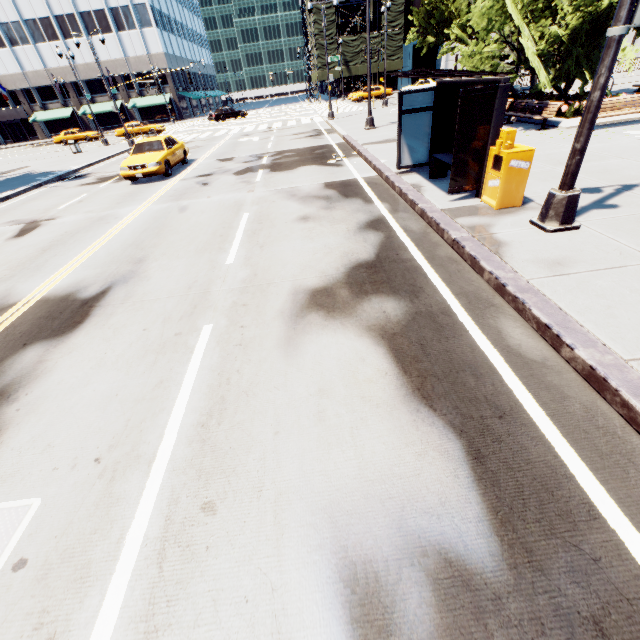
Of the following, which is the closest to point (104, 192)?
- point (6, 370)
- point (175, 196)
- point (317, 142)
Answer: point (175, 196)

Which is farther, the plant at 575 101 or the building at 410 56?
the building at 410 56

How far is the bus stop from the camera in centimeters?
618cm

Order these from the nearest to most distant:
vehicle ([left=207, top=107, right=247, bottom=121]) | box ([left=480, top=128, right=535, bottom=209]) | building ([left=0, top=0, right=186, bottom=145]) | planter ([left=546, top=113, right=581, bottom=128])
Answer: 1. box ([left=480, top=128, right=535, bottom=209])
2. planter ([left=546, top=113, right=581, bottom=128])
3. vehicle ([left=207, top=107, right=247, bottom=121])
4. building ([left=0, top=0, right=186, bottom=145])

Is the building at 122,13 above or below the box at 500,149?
above

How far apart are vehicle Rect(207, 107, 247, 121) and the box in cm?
4390

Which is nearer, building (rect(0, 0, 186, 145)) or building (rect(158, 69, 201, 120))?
building (rect(0, 0, 186, 145))

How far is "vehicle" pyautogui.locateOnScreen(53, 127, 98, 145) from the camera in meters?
38.6
